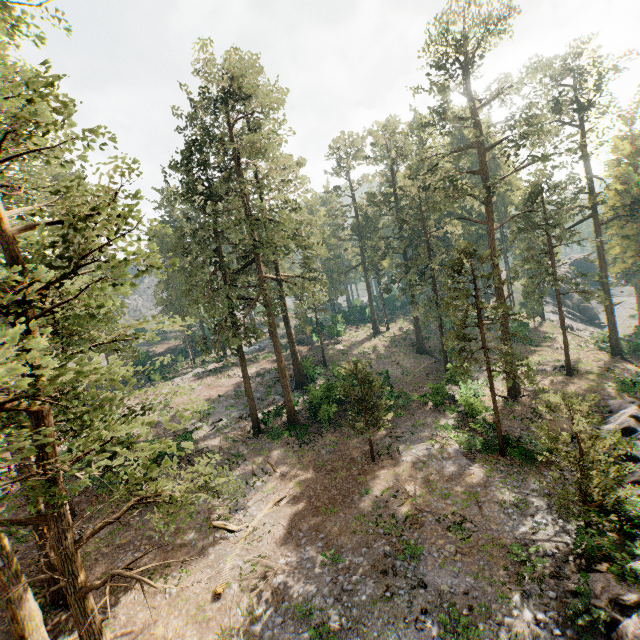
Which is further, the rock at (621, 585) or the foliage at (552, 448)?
the foliage at (552, 448)

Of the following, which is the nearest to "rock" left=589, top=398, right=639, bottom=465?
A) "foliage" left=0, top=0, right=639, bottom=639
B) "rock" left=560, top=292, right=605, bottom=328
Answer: "foliage" left=0, top=0, right=639, bottom=639

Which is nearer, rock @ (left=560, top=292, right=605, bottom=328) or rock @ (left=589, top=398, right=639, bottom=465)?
rock @ (left=589, top=398, right=639, bottom=465)

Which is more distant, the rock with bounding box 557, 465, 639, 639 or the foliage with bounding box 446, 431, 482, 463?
the foliage with bounding box 446, 431, 482, 463

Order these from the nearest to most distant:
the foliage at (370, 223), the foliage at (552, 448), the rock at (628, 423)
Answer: the foliage at (370, 223), the foliage at (552, 448), the rock at (628, 423)

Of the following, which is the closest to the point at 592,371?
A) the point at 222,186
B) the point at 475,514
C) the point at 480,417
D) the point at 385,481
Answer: the point at 480,417

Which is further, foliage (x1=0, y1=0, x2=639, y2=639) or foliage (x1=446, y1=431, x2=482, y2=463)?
foliage (x1=446, y1=431, x2=482, y2=463)

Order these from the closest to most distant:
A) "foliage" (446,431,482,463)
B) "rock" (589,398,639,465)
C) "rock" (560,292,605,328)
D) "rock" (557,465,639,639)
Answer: "rock" (557,465,639,639)
"rock" (589,398,639,465)
"foliage" (446,431,482,463)
"rock" (560,292,605,328)
